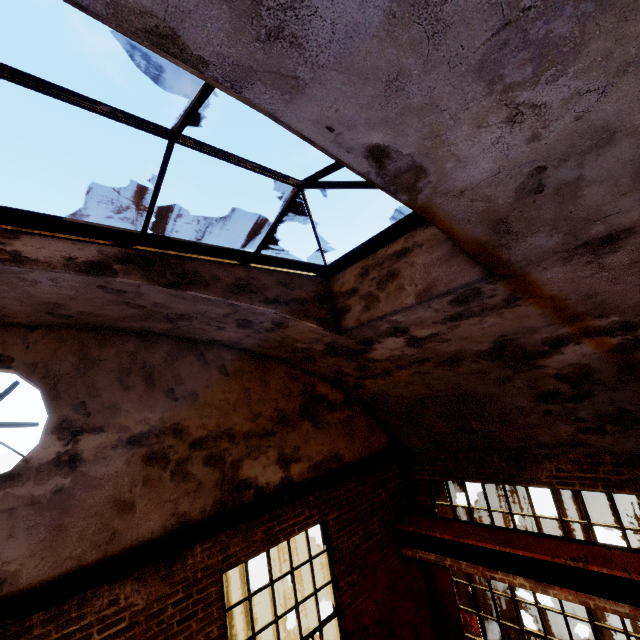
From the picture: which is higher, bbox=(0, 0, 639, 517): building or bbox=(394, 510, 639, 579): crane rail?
bbox=(0, 0, 639, 517): building

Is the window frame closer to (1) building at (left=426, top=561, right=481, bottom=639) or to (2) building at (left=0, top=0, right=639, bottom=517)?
(2) building at (left=0, top=0, right=639, bottom=517)

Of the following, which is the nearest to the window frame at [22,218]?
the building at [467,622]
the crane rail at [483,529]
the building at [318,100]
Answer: the building at [318,100]

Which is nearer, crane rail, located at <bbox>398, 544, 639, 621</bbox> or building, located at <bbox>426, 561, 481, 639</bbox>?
crane rail, located at <bbox>398, 544, 639, 621</bbox>

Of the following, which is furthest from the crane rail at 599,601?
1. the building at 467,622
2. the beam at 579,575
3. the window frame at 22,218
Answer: the window frame at 22,218

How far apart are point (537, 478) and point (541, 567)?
1.2 meters

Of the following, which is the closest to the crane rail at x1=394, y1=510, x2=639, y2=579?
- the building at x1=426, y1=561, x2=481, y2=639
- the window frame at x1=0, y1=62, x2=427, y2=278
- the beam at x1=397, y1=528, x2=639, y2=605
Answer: the beam at x1=397, y1=528, x2=639, y2=605

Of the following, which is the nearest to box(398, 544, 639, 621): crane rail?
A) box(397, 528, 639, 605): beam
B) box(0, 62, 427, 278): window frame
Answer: box(397, 528, 639, 605): beam
